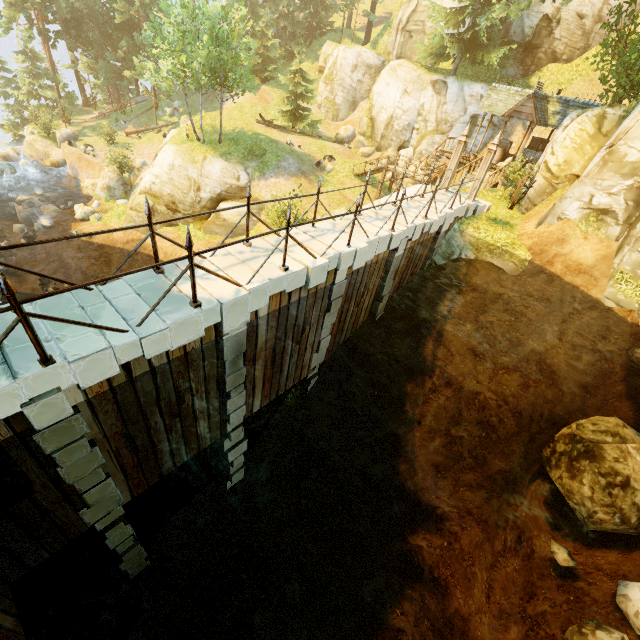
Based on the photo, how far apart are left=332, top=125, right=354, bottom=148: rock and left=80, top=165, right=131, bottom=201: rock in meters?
20.3

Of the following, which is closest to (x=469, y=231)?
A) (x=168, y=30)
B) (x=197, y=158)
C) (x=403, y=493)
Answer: (x=403, y=493)

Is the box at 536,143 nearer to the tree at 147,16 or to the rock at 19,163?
the tree at 147,16

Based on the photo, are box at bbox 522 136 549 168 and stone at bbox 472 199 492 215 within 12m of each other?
yes

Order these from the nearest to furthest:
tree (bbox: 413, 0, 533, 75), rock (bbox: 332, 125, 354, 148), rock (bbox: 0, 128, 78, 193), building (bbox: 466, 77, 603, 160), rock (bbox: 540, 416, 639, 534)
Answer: rock (bbox: 540, 416, 639, 534) < tree (bbox: 413, 0, 533, 75) < building (bbox: 466, 77, 603, 160) < rock (bbox: 0, 128, 78, 193) < rock (bbox: 332, 125, 354, 148)

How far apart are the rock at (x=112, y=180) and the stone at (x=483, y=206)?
24.81m

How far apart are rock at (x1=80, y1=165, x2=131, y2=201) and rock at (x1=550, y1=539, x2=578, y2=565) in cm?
3300

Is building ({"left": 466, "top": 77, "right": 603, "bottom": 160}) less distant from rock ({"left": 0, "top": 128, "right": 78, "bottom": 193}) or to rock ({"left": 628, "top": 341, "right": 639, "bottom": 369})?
rock ({"left": 628, "top": 341, "right": 639, "bottom": 369})
